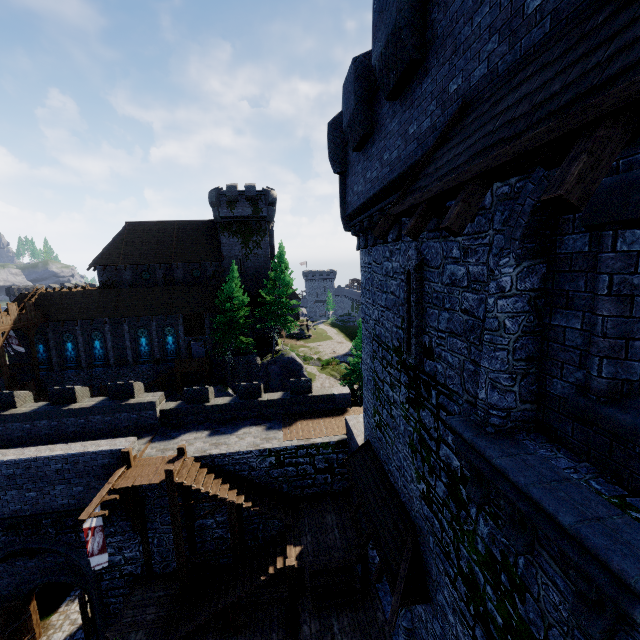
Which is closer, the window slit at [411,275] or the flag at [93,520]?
the window slit at [411,275]

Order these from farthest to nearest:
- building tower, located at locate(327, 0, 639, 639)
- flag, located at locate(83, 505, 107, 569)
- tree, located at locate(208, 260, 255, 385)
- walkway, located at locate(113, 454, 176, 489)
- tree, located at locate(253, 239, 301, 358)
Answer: tree, located at locate(253, 239, 301, 358) → tree, located at locate(208, 260, 255, 385) → walkway, located at locate(113, 454, 176, 489) → flag, located at locate(83, 505, 107, 569) → building tower, located at locate(327, 0, 639, 639)

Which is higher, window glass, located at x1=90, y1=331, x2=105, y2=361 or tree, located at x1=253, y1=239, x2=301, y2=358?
tree, located at x1=253, y1=239, x2=301, y2=358

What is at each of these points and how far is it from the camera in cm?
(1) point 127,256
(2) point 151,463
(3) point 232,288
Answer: (1) building, 3894
(2) walkway, 1433
(3) tree, 3441

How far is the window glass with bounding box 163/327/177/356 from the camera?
38.0 meters

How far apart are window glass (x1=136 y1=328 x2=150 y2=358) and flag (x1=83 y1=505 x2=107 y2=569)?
28.2 meters

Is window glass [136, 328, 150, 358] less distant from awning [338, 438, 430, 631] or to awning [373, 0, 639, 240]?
awning [338, 438, 430, 631]

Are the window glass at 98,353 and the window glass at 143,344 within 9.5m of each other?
yes
